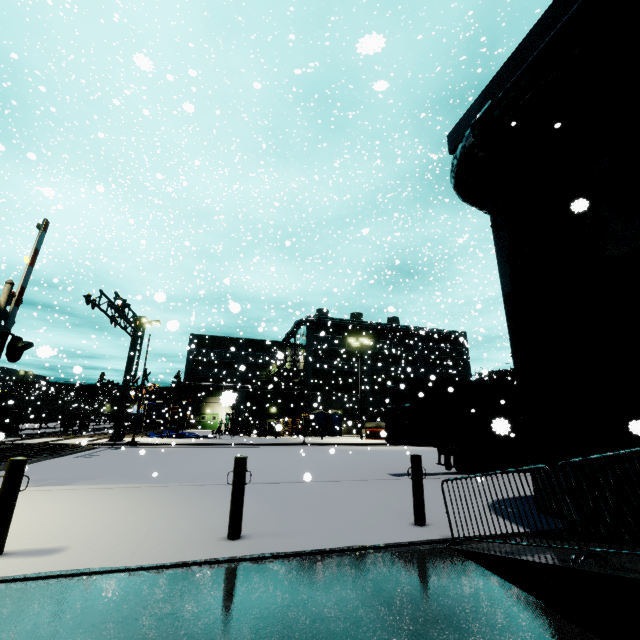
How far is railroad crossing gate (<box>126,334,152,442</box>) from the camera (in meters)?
22.19

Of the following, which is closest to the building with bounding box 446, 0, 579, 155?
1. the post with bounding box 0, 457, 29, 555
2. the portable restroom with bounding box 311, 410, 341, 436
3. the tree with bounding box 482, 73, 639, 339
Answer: the tree with bounding box 482, 73, 639, 339

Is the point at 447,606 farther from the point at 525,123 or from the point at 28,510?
the point at 525,123

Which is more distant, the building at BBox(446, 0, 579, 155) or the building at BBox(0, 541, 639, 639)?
the building at BBox(446, 0, 579, 155)

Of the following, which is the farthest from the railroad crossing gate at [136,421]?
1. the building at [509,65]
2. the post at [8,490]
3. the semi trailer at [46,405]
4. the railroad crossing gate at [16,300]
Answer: the post at [8,490]

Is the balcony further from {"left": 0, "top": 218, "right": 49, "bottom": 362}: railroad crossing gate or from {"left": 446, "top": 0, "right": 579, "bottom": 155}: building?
{"left": 0, "top": 218, "right": 49, "bottom": 362}: railroad crossing gate

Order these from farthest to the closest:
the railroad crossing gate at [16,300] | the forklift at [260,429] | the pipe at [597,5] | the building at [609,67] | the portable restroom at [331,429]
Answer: the portable restroom at [331,429] → the forklift at [260,429] → the railroad crossing gate at [16,300] → the building at [609,67] → the pipe at [597,5]

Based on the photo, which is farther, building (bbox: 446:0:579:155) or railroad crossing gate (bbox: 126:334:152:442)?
railroad crossing gate (bbox: 126:334:152:442)
